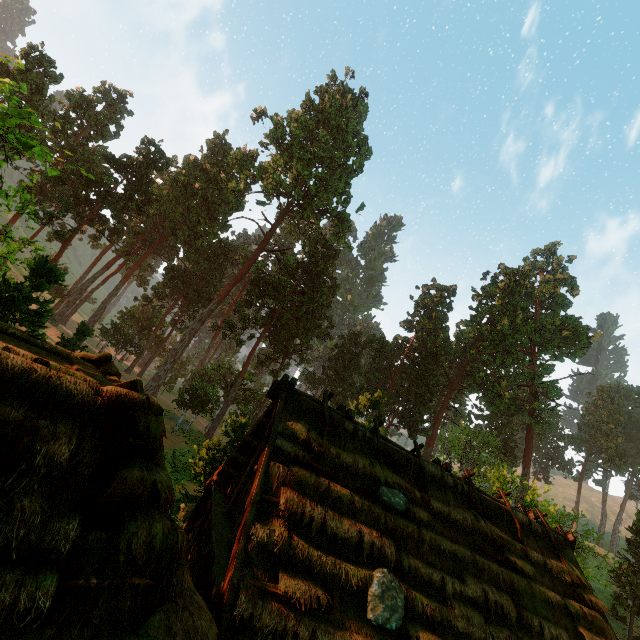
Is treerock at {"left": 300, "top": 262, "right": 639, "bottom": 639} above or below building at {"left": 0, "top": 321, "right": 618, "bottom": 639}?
above

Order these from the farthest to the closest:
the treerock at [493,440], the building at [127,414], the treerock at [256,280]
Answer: the treerock at [493,440] → the treerock at [256,280] → the building at [127,414]

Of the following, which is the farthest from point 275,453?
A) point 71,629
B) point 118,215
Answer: point 118,215

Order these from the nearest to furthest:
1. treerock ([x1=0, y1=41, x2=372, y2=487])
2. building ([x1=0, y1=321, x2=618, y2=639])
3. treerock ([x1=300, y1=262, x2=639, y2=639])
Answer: building ([x1=0, y1=321, x2=618, y2=639])
treerock ([x1=0, y1=41, x2=372, y2=487])
treerock ([x1=300, y1=262, x2=639, y2=639])

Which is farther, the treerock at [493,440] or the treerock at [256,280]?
the treerock at [493,440]

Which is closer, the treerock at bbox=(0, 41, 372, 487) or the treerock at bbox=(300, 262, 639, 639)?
the treerock at bbox=(0, 41, 372, 487)

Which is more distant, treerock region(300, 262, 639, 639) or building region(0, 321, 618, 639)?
treerock region(300, 262, 639, 639)
